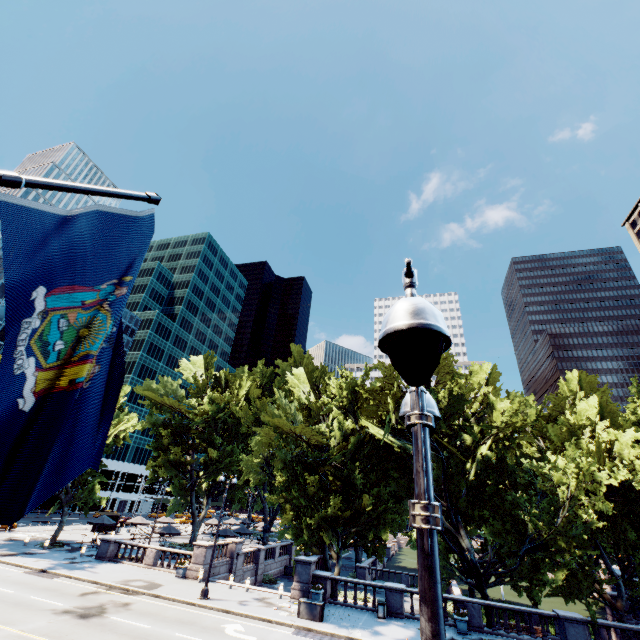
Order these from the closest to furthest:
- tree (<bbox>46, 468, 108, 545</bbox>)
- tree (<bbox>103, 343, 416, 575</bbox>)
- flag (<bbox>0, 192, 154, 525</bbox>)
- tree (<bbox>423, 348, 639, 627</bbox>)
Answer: flag (<bbox>0, 192, 154, 525</bbox>)
tree (<bbox>423, 348, 639, 627</bbox>)
tree (<bbox>103, 343, 416, 575</bbox>)
tree (<bbox>46, 468, 108, 545</bbox>)

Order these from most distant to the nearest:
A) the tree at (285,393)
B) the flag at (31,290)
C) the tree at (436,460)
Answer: the tree at (285,393) → the tree at (436,460) → the flag at (31,290)

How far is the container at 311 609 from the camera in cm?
1923

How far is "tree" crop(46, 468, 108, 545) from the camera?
32.56m

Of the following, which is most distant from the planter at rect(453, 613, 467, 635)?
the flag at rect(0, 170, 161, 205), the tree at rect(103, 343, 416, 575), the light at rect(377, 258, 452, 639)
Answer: the flag at rect(0, 170, 161, 205)

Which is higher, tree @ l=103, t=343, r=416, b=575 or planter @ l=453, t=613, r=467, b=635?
tree @ l=103, t=343, r=416, b=575

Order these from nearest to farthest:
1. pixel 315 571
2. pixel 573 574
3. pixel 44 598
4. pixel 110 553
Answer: pixel 44 598
pixel 573 574
pixel 315 571
pixel 110 553
